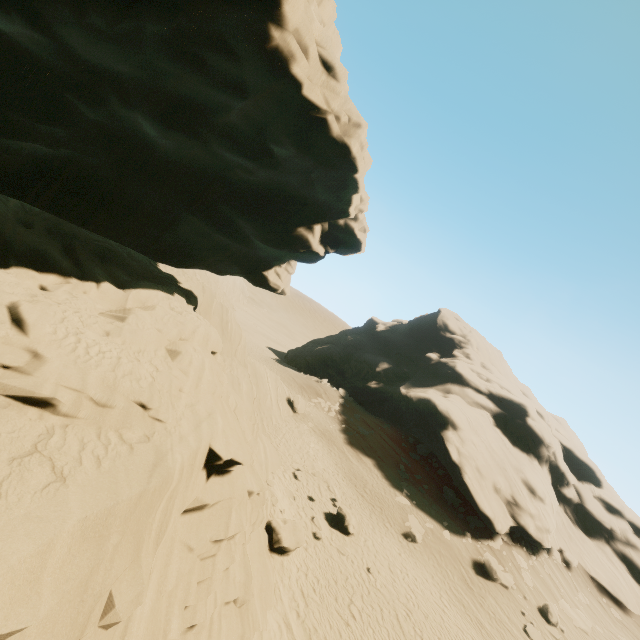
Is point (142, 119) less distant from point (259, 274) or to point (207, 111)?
point (207, 111)

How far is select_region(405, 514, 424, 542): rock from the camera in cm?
2053

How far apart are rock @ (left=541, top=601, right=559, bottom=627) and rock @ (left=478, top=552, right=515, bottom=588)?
2.18m

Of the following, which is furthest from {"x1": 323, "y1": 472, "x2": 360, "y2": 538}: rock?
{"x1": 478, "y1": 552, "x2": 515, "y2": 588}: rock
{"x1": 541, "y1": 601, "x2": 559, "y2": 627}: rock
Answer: {"x1": 478, "y1": 552, "x2": 515, "y2": 588}: rock

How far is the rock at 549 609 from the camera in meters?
20.1

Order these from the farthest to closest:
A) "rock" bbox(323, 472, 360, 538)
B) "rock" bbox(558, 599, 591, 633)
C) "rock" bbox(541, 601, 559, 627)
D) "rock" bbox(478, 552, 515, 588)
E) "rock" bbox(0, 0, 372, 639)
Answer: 1. "rock" bbox(558, 599, 591, 633)
2. "rock" bbox(478, 552, 515, 588)
3. "rock" bbox(541, 601, 559, 627)
4. "rock" bbox(323, 472, 360, 538)
5. "rock" bbox(0, 0, 372, 639)

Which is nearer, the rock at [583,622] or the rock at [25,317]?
the rock at [25,317]

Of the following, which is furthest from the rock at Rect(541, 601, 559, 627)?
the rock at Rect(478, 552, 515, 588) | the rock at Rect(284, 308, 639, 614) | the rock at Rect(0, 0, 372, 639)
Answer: the rock at Rect(0, 0, 372, 639)
